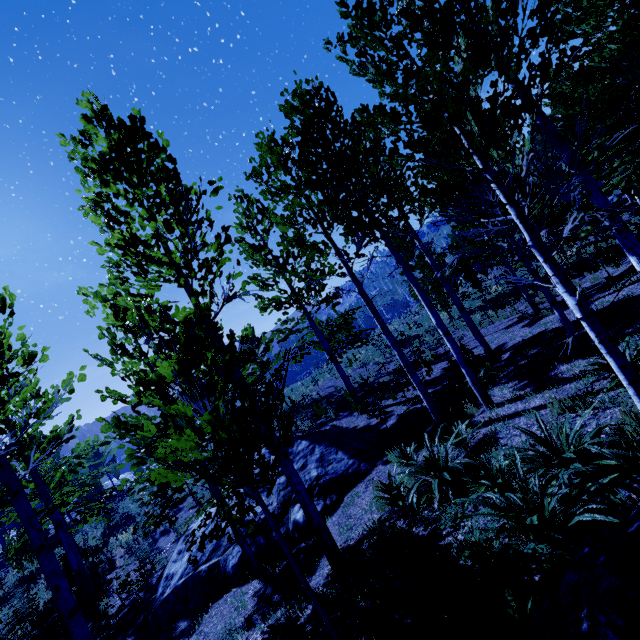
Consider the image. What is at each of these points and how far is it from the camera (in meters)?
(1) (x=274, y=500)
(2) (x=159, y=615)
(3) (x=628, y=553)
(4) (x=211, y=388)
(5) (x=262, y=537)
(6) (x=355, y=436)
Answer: (1) rock, 9.14
(2) rock, 8.02
(3) rock, 1.30
(4) instancedfoliageactor, 3.70
(5) rock, 8.12
(6) rock, 11.07

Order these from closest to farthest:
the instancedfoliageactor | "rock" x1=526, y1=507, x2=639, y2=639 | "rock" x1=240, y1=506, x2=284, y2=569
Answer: "rock" x1=526, y1=507, x2=639, y2=639 → the instancedfoliageactor → "rock" x1=240, y1=506, x2=284, y2=569

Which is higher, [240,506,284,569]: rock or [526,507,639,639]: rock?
[526,507,639,639]: rock

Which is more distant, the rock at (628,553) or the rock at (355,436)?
the rock at (355,436)

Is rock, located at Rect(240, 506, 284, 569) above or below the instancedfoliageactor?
below

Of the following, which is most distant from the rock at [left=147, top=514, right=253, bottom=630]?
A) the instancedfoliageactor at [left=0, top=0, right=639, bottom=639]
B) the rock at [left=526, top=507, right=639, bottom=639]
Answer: the rock at [left=526, top=507, right=639, bottom=639]
